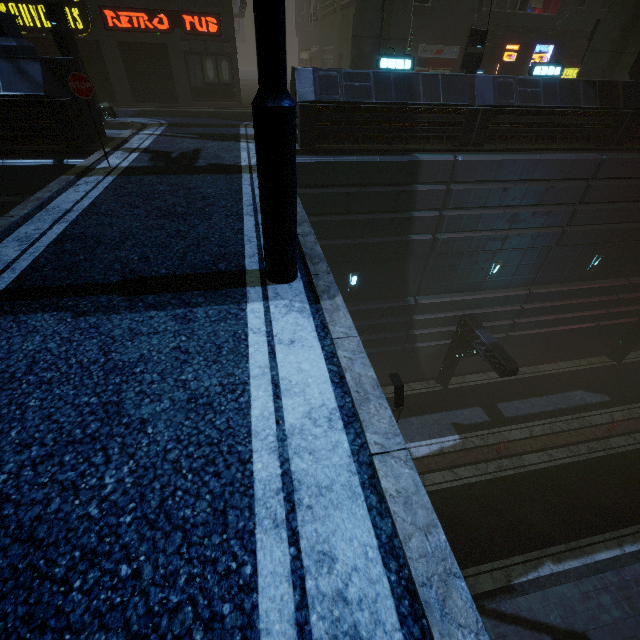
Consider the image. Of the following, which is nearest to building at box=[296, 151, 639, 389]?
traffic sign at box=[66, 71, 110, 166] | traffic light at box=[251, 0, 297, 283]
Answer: traffic light at box=[251, 0, 297, 283]

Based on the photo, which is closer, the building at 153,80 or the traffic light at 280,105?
the traffic light at 280,105

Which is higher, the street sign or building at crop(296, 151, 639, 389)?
the street sign

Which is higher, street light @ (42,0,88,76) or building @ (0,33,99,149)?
street light @ (42,0,88,76)

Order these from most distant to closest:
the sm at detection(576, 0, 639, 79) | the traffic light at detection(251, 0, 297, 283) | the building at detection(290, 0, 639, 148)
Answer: the sm at detection(576, 0, 639, 79) → the building at detection(290, 0, 639, 148) → the traffic light at detection(251, 0, 297, 283)

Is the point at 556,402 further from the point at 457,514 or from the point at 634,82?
the point at 634,82

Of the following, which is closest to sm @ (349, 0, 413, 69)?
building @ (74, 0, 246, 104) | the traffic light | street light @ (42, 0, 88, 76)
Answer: building @ (74, 0, 246, 104)

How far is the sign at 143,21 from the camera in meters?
14.8
